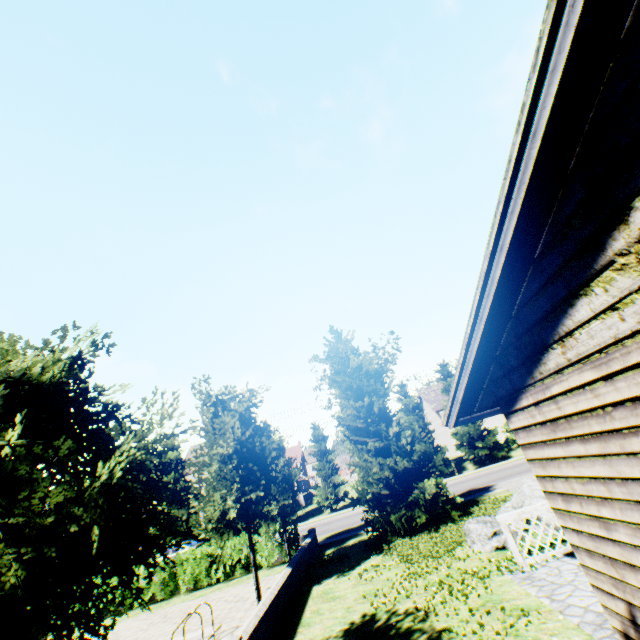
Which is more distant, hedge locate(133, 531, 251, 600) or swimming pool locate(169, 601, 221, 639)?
hedge locate(133, 531, 251, 600)

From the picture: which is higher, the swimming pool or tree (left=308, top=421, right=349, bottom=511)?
tree (left=308, top=421, right=349, bottom=511)

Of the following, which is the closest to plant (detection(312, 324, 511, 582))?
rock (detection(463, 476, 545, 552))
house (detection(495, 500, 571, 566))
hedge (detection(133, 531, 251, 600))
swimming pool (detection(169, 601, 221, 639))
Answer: rock (detection(463, 476, 545, 552))

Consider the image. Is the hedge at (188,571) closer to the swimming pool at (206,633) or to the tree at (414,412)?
the tree at (414,412)

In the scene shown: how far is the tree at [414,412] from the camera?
33.3m

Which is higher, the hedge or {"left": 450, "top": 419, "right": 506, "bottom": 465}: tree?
{"left": 450, "top": 419, "right": 506, "bottom": 465}: tree

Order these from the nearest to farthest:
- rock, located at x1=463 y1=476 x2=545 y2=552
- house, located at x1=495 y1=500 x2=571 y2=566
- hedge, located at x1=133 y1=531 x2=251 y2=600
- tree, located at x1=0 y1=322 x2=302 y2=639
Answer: tree, located at x1=0 y1=322 x2=302 y2=639
house, located at x1=495 y1=500 x2=571 y2=566
rock, located at x1=463 y1=476 x2=545 y2=552
hedge, located at x1=133 y1=531 x2=251 y2=600

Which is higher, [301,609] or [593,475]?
[593,475]
